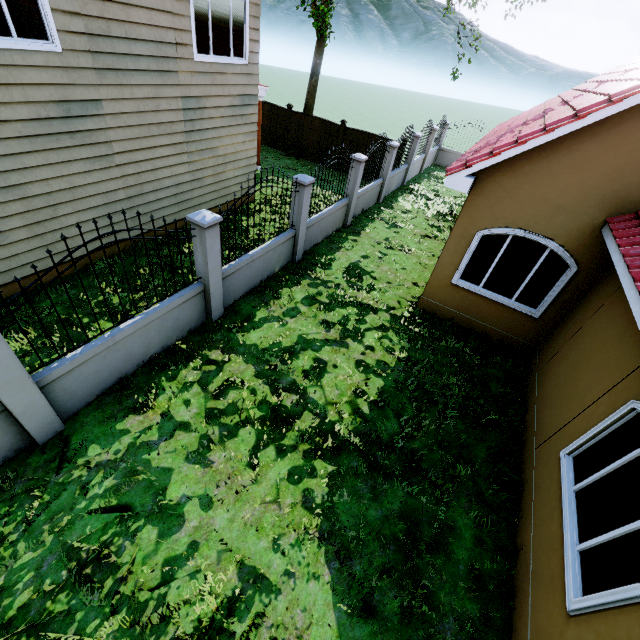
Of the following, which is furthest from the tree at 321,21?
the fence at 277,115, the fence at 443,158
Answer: the fence at 443,158

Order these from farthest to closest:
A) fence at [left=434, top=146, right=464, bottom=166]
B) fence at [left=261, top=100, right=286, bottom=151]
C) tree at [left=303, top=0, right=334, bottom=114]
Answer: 1. fence at [left=434, top=146, right=464, bottom=166]
2. fence at [left=261, top=100, right=286, bottom=151]
3. tree at [left=303, top=0, right=334, bottom=114]

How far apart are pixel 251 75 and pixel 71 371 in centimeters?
937cm

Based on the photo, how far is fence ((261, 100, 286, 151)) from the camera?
16.39m

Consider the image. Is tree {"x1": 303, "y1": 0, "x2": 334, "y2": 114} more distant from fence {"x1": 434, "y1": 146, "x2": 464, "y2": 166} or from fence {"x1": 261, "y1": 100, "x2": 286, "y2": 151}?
fence {"x1": 434, "y1": 146, "x2": 464, "y2": 166}

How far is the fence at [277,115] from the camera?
16.4 meters

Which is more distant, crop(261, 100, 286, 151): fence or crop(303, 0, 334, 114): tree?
crop(261, 100, 286, 151): fence
